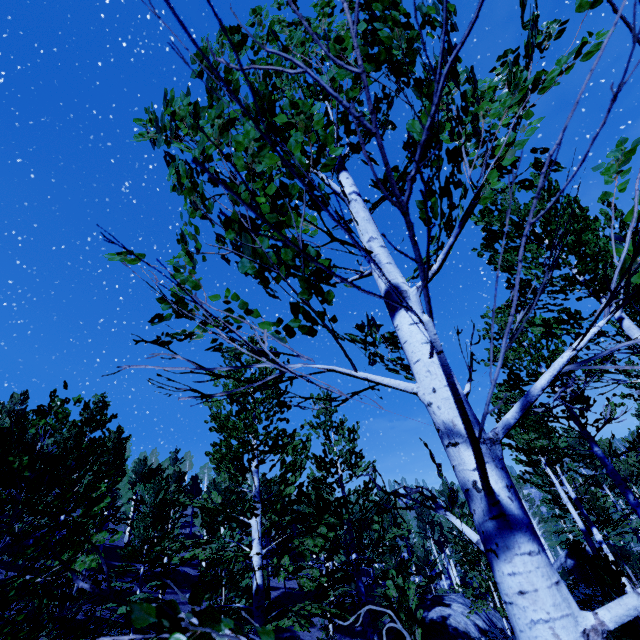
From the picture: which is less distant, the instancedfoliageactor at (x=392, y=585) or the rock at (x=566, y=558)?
the instancedfoliageactor at (x=392, y=585)

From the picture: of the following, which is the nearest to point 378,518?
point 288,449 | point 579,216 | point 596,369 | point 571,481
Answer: point 288,449

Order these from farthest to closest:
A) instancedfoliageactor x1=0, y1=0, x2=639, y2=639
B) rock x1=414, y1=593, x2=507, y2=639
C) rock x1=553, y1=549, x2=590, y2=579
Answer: rock x1=553, y1=549, x2=590, y2=579, rock x1=414, y1=593, x2=507, y2=639, instancedfoliageactor x1=0, y1=0, x2=639, y2=639

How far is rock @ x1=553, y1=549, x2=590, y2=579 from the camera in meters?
28.2

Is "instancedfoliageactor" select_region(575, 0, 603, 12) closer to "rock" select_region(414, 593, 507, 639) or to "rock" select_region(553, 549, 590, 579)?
"rock" select_region(553, 549, 590, 579)

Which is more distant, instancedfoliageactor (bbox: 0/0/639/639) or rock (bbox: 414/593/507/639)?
rock (bbox: 414/593/507/639)

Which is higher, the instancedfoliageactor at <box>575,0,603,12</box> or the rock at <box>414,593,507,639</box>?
the instancedfoliageactor at <box>575,0,603,12</box>
